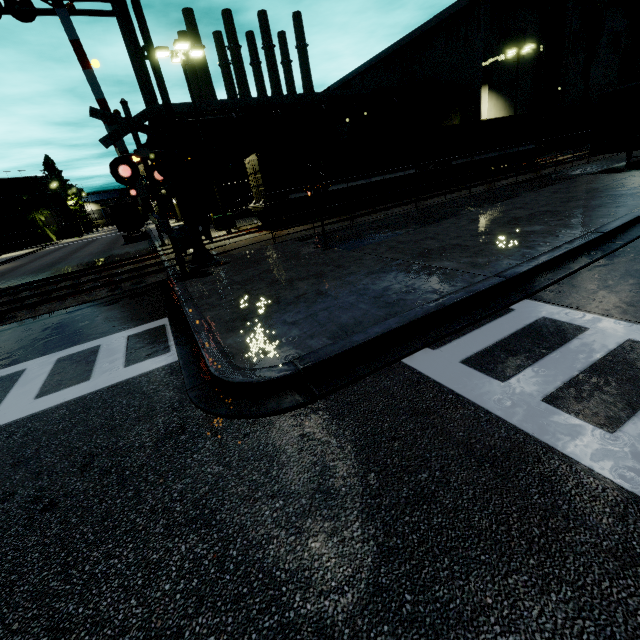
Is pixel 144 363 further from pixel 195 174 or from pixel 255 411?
pixel 195 174

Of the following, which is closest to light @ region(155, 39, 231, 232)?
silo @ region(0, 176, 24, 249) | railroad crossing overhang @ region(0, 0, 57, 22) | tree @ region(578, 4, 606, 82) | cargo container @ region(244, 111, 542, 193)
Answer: cargo container @ region(244, 111, 542, 193)

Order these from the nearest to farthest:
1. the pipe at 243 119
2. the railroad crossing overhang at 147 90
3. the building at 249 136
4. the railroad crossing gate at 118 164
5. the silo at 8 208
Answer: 1. the railroad crossing gate at 118 164
2. the railroad crossing overhang at 147 90
3. the pipe at 243 119
4. the building at 249 136
5. the silo at 8 208

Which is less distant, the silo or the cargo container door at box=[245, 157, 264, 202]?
the cargo container door at box=[245, 157, 264, 202]

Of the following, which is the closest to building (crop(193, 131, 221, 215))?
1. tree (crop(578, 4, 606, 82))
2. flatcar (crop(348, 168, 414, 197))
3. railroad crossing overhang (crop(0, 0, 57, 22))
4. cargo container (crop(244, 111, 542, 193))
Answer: tree (crop(578, 4, 606, 82))

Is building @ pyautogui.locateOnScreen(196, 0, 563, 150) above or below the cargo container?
above

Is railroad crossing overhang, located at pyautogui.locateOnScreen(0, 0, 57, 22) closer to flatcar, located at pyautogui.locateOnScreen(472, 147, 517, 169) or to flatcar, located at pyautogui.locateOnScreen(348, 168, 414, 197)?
flatcar, located at pyautogui.locateOnScreen(348, 168, 414, 197)

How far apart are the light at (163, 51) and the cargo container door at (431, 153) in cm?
1519
